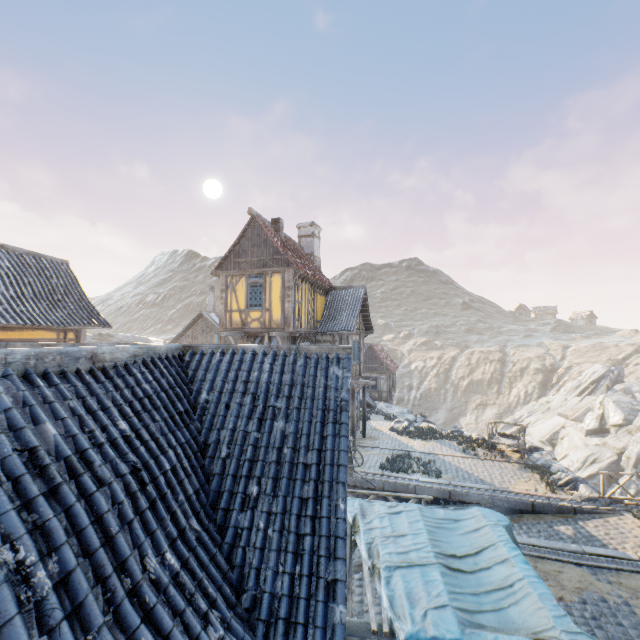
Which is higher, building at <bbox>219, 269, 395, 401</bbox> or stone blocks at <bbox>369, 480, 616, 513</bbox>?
building at <bbox>219, 269, 395, 401</bbox>

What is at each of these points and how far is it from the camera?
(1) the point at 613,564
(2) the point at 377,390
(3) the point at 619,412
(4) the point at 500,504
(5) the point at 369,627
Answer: (1) stone gutter, 9.42m
(2) building, 34.03m
(3) rock, 33.09m
(4) stone blocks, 13.38m
(5) awning, 3.97m

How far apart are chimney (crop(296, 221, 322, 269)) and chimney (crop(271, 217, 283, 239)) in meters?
4.6 m

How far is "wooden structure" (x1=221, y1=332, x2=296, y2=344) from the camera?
16.1 meters

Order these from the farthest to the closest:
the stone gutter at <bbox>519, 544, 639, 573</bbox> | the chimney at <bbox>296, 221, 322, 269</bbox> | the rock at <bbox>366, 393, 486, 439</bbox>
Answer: the chimney at <bbox>296, 221, 322, 269</bbox>
the rock at <bbox>366, 393, 486, 439</bbox>
the stone gutter at <bbox>519, 544, 639, 573</bbox>

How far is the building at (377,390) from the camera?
15.64m

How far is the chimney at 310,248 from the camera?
22.6m

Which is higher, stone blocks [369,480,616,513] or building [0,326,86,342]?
building [0,326,86,342]
